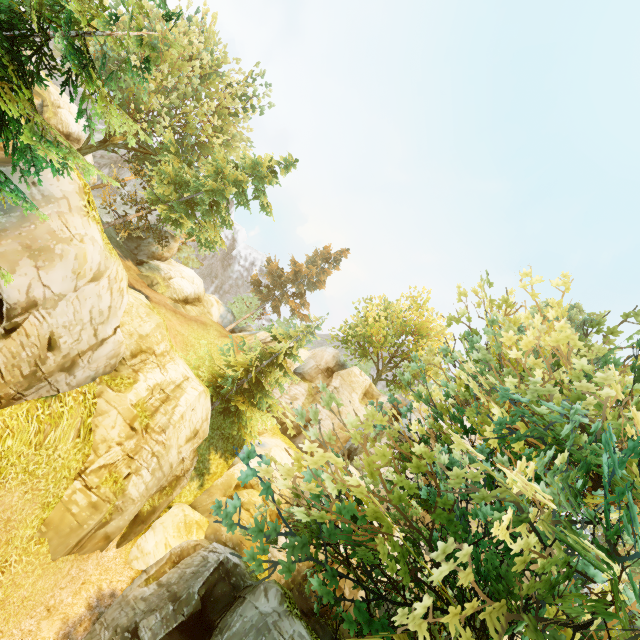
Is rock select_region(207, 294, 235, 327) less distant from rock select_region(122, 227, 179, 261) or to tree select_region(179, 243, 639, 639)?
tree select_region(179, 243, 639, 639)

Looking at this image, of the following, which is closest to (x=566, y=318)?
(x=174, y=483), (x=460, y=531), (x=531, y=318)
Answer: (x=531, y=318)

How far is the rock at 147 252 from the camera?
30.0m

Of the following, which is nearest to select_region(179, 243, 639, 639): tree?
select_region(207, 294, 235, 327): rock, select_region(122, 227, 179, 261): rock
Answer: select_region(207, 294, 235, 327): rock

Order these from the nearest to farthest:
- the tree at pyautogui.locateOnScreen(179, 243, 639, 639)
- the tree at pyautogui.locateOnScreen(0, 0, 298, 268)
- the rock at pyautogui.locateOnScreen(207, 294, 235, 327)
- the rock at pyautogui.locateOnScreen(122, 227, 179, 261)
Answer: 1. the tree at pyautogui.locateOnScreen(179, 243, 639, 639)
2. the tree at pyautogui.locateOnScreen(0, 0, 298, 268)
3. the rock at pyautogui.locateOnScreen(122, 227, 179, 261)
4. the rock at pyautogui.locateOnScreen(207, 294, 235, 327)

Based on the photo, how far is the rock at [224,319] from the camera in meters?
38.9

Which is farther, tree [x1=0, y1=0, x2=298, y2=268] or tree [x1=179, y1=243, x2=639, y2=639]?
tree [x1=0, y1=0, x2=298, y2=268]
